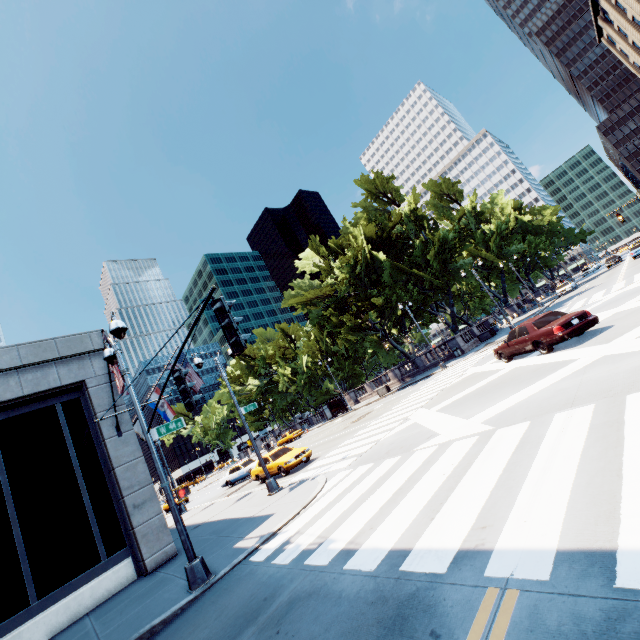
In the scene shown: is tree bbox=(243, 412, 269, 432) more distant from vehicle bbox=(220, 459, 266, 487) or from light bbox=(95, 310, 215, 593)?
light bbox=(95, 310, 215, 593)

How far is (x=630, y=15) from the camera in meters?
54.2

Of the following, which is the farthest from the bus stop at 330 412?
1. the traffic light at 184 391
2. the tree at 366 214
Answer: the traffic light at 184 391

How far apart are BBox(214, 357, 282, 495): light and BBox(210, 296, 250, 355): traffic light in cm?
1159

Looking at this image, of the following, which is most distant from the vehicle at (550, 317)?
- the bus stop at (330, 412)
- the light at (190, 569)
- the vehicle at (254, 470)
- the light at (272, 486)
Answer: the bus stop at (330, 412)

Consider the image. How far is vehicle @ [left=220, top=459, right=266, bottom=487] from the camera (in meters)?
19.80

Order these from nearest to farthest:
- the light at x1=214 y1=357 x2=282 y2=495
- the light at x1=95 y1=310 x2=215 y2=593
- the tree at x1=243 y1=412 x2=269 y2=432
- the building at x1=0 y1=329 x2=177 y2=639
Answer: the light at x1=95 y1=310 x2=215 y2=593
the building at x1=0 y1=329 x2=177 y2=639
the light at x1=214 y1=357 x2=282 y2=495
the tree at x1=243 y1=412 x2=269 y2=432

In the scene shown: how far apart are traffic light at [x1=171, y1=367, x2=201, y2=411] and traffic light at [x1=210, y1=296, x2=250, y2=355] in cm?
228
